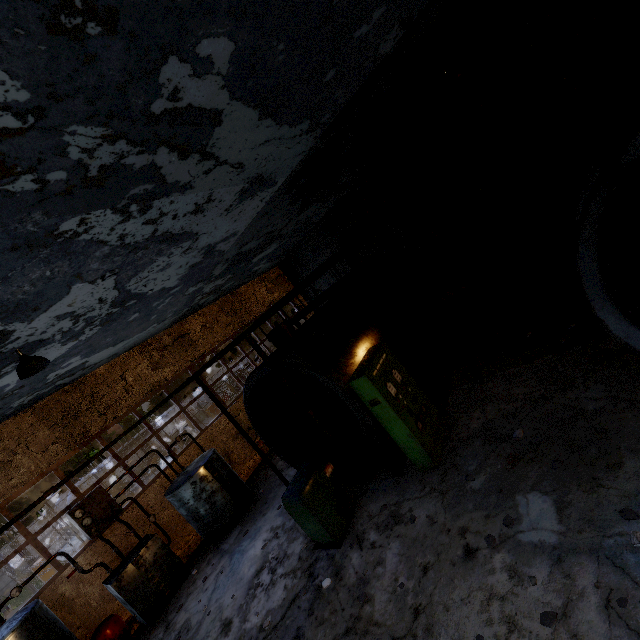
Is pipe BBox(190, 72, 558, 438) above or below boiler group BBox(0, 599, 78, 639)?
above

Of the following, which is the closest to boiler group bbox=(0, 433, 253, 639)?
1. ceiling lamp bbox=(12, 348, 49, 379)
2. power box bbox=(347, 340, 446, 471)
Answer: ceiling lamp bbox=(12, 348, 49, 379)

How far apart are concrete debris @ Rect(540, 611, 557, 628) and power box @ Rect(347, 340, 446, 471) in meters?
2.9

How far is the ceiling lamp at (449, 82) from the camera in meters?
8.9

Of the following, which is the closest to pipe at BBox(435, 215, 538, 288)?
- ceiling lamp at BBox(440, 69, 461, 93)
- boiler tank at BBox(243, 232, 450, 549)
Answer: ceiling lamp at BBox(440, 69, 461, 93)

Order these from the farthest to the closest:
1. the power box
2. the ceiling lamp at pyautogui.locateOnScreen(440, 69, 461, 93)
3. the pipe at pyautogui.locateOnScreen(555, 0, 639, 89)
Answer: the ceiling lamp at pyautogui.locateOnScreen(440, 69, 461, 93) → the power box → the pipe at pyautogui.locateOnScreen(555, 0, 639, 89)

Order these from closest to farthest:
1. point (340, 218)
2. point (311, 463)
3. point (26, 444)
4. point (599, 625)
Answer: point (599, 625)
point (311, 463)
point (26, 444)
point (340, 218)

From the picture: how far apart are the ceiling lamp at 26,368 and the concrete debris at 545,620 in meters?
8.3 m
